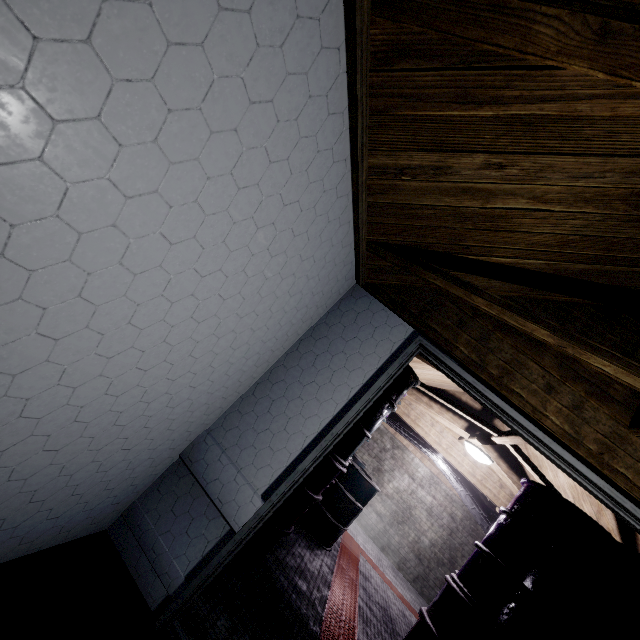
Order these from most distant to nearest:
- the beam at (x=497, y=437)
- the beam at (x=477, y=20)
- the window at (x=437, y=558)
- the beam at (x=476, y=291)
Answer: the window at (x=437, y=558) → the beam at (x=497, y=437) → the beam at (x=476, y=291) → the beam at (x=477, y=20)

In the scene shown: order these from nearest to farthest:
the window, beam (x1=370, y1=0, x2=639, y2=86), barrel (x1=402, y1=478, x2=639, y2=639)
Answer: beam (x1=370, y1=0, x2=639, y2=86), barrel (x1=402, y1=478, x2=639, y2=639), the window

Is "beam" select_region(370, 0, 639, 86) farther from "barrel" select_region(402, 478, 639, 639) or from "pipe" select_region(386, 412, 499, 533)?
"pipe" select_region(386, 412, 499, 533)

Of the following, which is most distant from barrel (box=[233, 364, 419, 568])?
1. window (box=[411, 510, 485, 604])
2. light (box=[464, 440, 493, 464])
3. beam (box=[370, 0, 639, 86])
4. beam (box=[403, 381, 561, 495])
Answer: window (box=[411, 510, 485, 604])

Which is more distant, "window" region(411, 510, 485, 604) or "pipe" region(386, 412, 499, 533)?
"window" region(411, 510, 485, 604)

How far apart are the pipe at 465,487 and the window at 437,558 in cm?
157

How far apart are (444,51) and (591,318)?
1.8 meters

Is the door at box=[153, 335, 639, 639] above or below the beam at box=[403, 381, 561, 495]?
below
